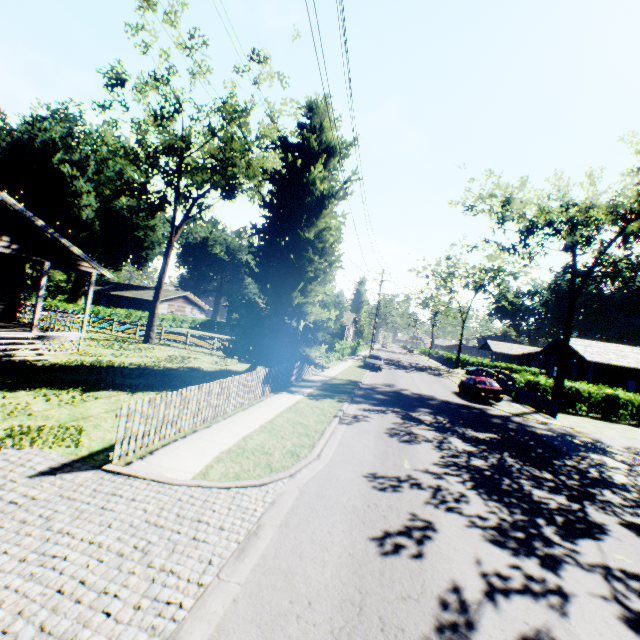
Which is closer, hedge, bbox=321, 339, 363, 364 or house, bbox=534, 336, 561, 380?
hedge, bbox=321, 339, 363, 364

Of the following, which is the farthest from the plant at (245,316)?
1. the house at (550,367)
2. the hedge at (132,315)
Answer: the house at (550,367)

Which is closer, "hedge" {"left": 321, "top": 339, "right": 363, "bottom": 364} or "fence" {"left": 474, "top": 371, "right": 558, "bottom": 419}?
"fence" {"left": 474, "top": 371, "right": 558, "bottom": 419}

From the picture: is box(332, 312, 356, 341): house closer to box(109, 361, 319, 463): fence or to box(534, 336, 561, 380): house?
box(109, 361, 319, 463): fence

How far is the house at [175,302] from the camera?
50.5m

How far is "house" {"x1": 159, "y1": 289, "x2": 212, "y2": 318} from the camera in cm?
5047

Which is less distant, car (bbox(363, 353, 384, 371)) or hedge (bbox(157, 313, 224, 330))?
car (bbox(363, 353, 384, 371))

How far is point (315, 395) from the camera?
15.9 meters
